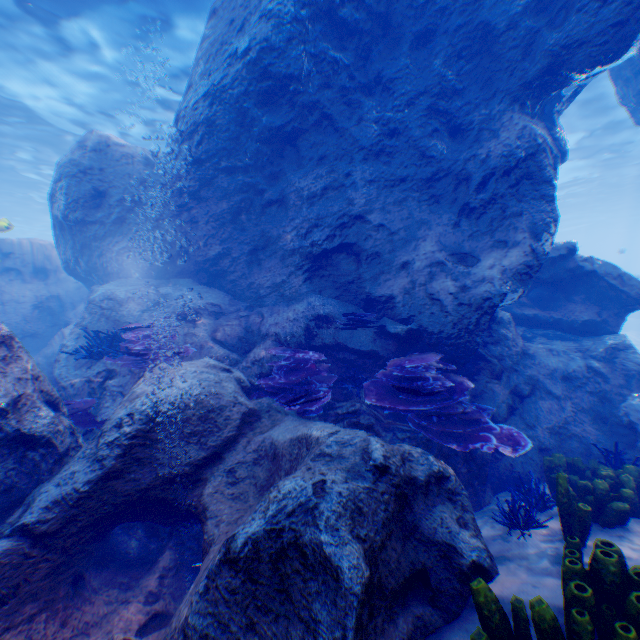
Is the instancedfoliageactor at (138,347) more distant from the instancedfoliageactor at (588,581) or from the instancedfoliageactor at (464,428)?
the instancedfoliageactor at (588,581)

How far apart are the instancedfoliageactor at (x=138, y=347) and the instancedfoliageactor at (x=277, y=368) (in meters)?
1.33

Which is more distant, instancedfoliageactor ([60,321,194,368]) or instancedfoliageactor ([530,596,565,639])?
instancedfoliageactor ([60,321,194,368])

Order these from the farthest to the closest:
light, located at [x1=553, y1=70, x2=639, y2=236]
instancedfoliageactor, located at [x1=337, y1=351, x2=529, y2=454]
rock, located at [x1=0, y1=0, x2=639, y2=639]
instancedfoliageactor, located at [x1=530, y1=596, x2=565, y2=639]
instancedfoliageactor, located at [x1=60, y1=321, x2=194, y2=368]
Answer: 1. light, located at [x1=553, y1=70, x2=639, y2=236]
2. instancedfoliageactor, located at [x1=60, y1=321, x2=194, y2=368]
3. instancedfoliageactor, located at [x1=337, y1=351, x2=529, y2=454]
4. rock, located at [x1=0, y1=0, x2=639, y2=639]
5. instancedfoliageactor, located at [x1=530, y1=596, x2=565, y2=639]

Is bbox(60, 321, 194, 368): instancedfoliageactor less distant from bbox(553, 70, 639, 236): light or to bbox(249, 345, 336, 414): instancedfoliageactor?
bbox(249, 345, 336, 414): instancedfoliageactor

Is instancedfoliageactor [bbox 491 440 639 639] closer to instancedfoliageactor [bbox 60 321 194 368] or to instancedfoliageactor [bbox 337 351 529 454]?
instancedfoliageactor [bbox 337 351 529 454]

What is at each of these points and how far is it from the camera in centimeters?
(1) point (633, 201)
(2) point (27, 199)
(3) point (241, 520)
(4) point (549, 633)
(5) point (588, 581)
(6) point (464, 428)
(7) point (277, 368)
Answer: (1) light, 3456cm
(2) light, 2627cm
(3) rock, 338cm
(4) instancedfoliageactor, 215cm
(5) instancedfoliageactor, 256cm
(6) instancedfoliageactor, 470cm
(7) instancedfoliageactor, 552cm

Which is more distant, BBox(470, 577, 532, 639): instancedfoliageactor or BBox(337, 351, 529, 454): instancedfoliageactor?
BBox(337, 351, 529, 454): instancedfoliageactor
